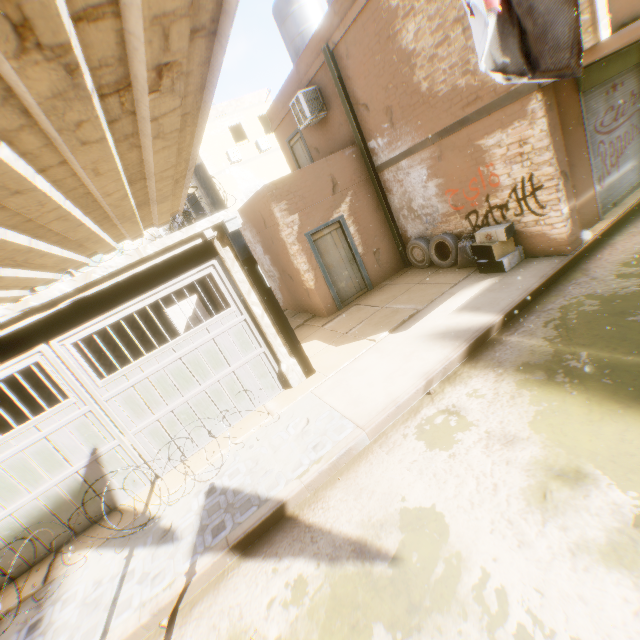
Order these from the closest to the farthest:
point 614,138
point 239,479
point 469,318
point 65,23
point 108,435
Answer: point 65,23 → point 239,479 → point 108,435 → point 469,318 → point 614,138

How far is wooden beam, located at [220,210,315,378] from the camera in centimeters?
583cm

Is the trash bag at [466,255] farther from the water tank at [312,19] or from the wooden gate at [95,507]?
the water tank at [312,19]

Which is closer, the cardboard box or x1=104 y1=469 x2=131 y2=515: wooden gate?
x1=104 y1=469 x2=131 y2=515: wooden gate

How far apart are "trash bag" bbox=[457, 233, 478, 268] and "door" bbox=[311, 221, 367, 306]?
1.9m

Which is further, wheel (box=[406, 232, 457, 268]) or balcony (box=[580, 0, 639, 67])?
wheel (box=[406, 232, 457, 268])

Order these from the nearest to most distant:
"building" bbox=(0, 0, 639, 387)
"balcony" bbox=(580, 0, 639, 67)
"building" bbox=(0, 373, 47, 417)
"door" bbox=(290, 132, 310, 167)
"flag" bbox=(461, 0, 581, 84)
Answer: "building" bbox=(0, 0, 639, 387), "flag" bbox=(461, 0, 581, 84), "balcony" bbox=(580, 0, 639, 67), "building" bbox=(0, 373, 47, 417), "door" bbox=(290, 132, 310, 167)

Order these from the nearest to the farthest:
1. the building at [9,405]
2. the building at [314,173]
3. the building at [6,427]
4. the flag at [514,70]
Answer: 1. the building at [314,173]
2. the flag at [514,70]
3. the building at [6,427]
4. the building at [9,405]
